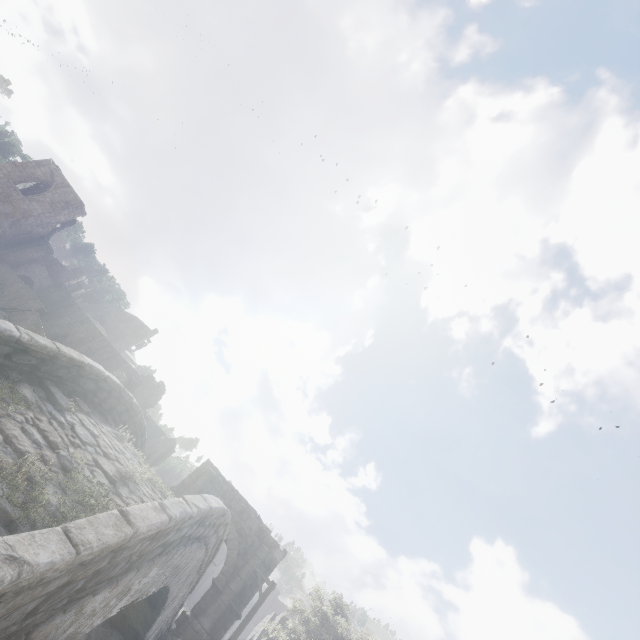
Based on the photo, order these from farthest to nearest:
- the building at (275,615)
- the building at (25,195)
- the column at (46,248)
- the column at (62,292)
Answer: the column at (62,292) < the column at (46,248) < the building at (25,195) < the building at (275,615)

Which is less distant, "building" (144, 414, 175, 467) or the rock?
the rock

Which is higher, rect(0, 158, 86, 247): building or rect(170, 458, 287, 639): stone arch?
rect(0, 158, 86, 247): building

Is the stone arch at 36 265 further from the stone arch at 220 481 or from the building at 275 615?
the stone arch at 220 481

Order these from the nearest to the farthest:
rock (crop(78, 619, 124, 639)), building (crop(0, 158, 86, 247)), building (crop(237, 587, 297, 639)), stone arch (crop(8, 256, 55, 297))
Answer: rock (crop(78, 619, 124, 639)) < building (crop(237, 587, 297, 639)) < building (crop(0, 158, 86, 247)) < stone arch (crop(8, 256, 55, 297))

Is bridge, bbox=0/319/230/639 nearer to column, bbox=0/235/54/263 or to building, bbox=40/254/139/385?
building, bbox=40/254/139/385

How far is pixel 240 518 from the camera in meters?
19.6

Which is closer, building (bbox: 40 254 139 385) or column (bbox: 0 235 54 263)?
column (bbox: 0 235 54 263)
